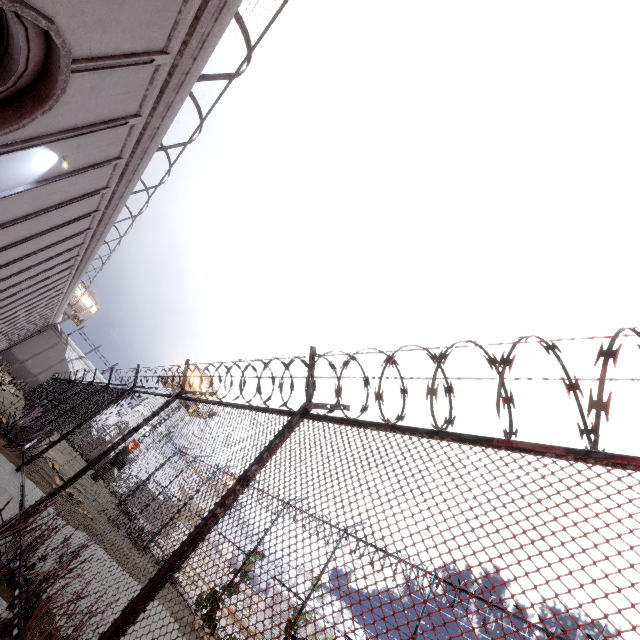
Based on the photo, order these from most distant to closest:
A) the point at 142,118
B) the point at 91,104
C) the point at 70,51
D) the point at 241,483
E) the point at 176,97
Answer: the point at 142,118 < the point at 176,97 < the point at 91,104 < the point at 70,51 < the point at 241,483
